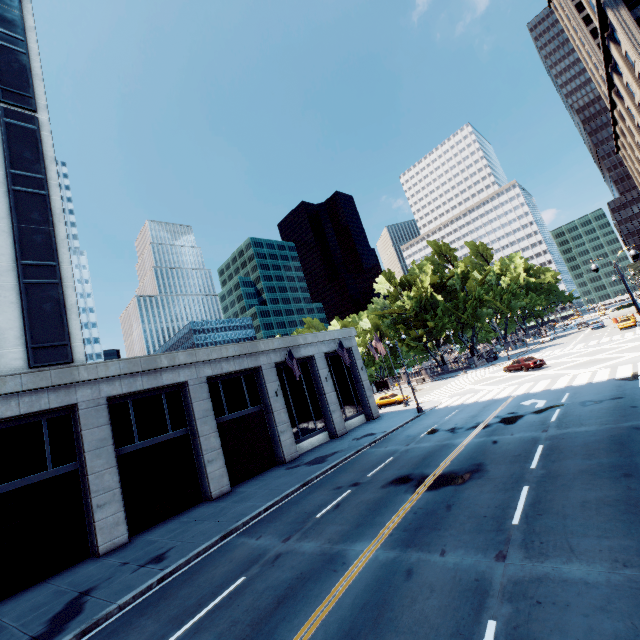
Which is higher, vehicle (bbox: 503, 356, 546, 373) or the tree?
the tree

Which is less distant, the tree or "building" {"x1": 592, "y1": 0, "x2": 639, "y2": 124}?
"building" {"x1": 592, "y1": 0, "x2": 639, "y2": 124}

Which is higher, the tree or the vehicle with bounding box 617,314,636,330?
the tree

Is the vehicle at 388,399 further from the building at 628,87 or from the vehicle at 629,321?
the building at 628,87

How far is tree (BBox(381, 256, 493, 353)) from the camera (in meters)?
56.25

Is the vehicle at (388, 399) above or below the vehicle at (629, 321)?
below

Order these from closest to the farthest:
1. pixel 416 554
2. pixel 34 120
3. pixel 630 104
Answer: pixel 416 554, pixel 34 120, pixel 630 104

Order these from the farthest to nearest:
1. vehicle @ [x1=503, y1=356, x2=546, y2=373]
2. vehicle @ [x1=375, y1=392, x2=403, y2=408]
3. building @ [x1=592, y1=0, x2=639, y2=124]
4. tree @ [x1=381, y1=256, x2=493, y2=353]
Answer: tree @ [x1=381, y1=256, x2=493, y2=353] → building @ [x1=592, y1=0, x2=639, y2=124] → vehicle @ [x1=375, y1=392, x2=403, y2=408] → vehicle @ [x1=503, y1=356, x2=546, y2=373]
